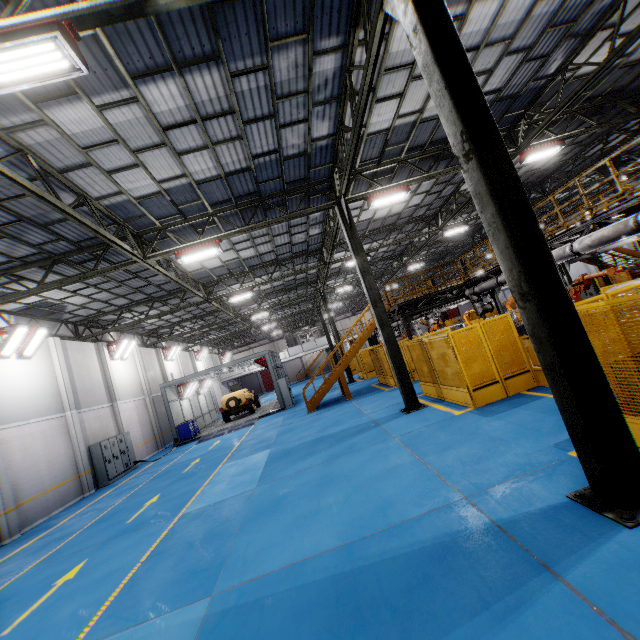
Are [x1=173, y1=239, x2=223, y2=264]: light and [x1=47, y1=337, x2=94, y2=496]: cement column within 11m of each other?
yes

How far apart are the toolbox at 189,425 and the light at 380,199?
18.9m

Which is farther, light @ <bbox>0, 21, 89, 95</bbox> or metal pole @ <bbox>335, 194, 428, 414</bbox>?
metal pole @ <bbox>335, 194, 428, 414</bbox>

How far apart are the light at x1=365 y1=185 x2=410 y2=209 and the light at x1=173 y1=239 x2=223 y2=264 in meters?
5.7 m

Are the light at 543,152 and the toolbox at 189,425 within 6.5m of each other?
no

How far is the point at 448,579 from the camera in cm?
351

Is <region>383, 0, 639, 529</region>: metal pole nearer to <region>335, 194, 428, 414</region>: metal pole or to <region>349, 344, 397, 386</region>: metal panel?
<region>349, 344, 397, 386</region>: metal panel

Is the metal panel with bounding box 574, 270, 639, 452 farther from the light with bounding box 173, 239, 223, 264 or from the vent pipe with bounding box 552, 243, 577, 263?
the light with bounding box 173, 239, 223, 264
